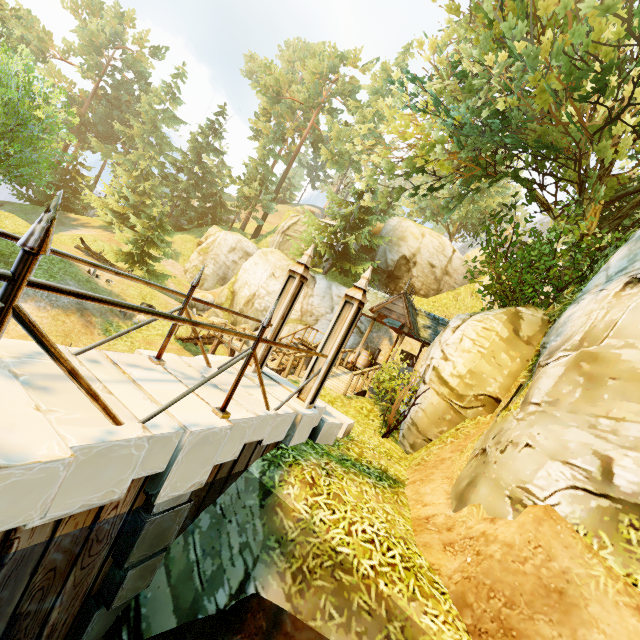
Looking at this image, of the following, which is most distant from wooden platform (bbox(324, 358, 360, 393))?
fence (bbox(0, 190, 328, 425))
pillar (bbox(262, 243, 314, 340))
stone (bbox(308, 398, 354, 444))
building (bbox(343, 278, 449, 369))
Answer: fence (bbox(0, 190, 328, 425))

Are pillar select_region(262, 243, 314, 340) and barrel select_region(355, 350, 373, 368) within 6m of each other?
no

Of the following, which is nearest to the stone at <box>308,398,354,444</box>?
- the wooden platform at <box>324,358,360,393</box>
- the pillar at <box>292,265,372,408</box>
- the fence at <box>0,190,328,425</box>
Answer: the pillar at <box>292,265,372,408</box>

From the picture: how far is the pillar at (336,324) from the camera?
5.59m

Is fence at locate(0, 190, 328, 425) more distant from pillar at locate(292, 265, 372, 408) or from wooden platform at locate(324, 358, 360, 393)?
wooden platform at locate(324, 358, 360, 393)

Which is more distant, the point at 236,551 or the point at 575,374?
the point at 575,374

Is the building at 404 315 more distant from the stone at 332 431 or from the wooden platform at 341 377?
the stone at 332 431

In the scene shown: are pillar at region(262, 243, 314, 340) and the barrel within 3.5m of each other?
no
